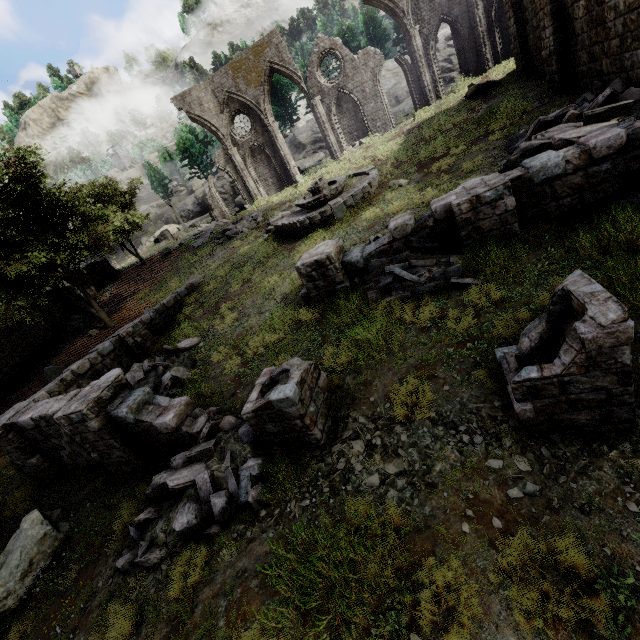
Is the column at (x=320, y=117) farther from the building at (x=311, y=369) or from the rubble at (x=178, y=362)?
the rubble at (x=178, y=362)

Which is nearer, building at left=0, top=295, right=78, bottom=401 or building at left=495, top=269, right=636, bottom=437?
building at left=495, top=269, right=636, bottom=437

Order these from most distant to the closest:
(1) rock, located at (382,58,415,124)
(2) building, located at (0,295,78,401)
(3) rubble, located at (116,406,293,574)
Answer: (1) rock, located at (382,58,415,124), (2) building, located at (0,295,78,401), (3) rubble, located at (116,406,293,574)

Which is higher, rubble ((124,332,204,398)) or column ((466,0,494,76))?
column ((466,0,494,76))

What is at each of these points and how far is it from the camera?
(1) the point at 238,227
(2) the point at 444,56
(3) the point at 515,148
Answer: →
(1) rubble, 22.8 meters
(2) rock, 32.8 meters
(3) rubble, 11.1 meters

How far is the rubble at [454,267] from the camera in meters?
8.0

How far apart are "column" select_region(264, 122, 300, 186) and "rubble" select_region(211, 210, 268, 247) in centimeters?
621cm
